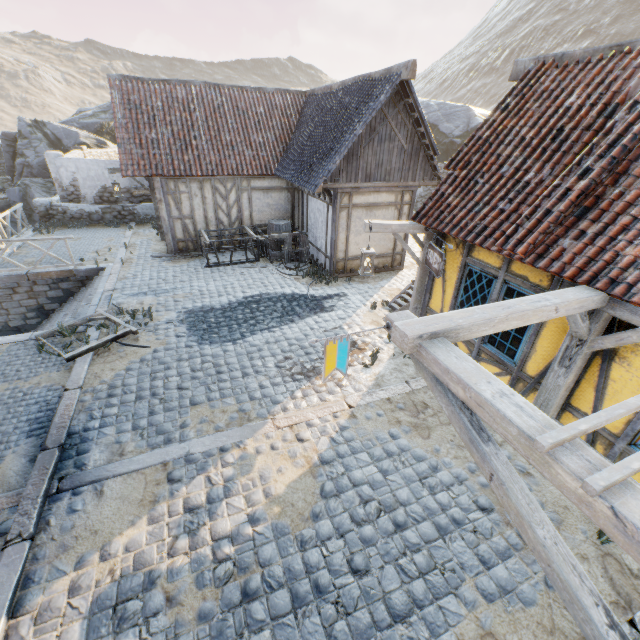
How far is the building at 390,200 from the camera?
10.6m

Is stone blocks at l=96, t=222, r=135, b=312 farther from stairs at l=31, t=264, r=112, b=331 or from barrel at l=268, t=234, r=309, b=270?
barrel at l=268, t=234, r=309, b=270

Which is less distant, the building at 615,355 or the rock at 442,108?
the building at 615,355

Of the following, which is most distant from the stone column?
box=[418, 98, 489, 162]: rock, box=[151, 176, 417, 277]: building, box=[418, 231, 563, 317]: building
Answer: box=[418, 231, 563, 317]: building

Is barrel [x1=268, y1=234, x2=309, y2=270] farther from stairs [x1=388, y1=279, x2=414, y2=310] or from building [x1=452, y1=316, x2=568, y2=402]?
building [x1=452, y1=316, x2=568, y2=402]

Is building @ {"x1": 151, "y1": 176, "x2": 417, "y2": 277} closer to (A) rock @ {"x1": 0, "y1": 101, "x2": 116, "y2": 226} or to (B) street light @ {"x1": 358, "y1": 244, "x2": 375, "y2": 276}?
(A) rock @ {"x1": 0, "y1": 101, "x2": 116, "y2": 226}

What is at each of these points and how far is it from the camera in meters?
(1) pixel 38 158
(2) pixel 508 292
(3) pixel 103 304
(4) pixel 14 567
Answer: (1) rock, 21.3 m
(2) building, 5.4 m
(3) stone blocks, 9.1 m
(4) stone blocks, 3.7 m

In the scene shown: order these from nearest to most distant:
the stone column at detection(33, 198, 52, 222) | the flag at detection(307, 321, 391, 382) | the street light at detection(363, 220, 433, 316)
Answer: the flag at detection(307, 321, 391, 382) → the street light at detection(363, 220, 433, 316) → the stone column at detection(33, 198, 52, 222)
